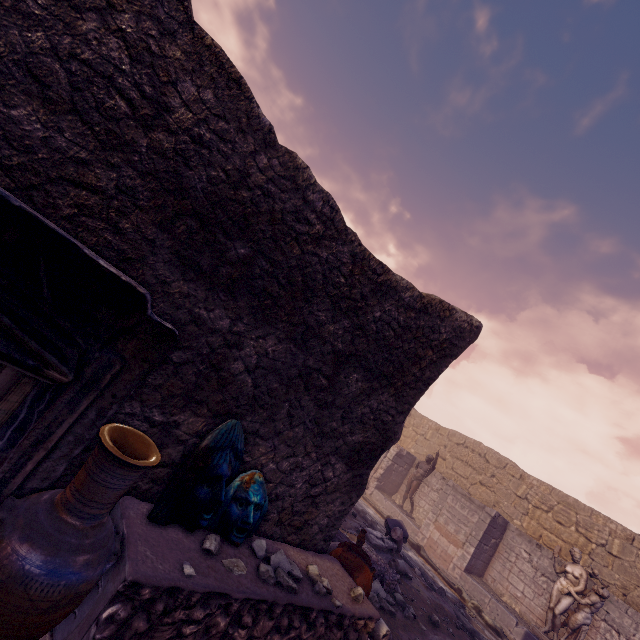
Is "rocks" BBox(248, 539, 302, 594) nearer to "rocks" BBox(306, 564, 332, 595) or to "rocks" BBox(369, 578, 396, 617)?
"rocks" BBox(306, 564, 332, 595)

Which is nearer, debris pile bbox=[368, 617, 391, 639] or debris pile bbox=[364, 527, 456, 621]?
debris pile bbox=[368, 617, 391, 639]

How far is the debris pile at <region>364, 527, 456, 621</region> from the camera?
7.6 meters

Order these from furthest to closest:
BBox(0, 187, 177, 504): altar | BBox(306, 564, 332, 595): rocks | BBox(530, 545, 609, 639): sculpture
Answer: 1. BBox(530, 545, 609, 639): sculpture
2. BBox(306, 564, 332, 595): rocks
3. BBox(0, 187, 177, 504): altar

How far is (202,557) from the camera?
2.36m

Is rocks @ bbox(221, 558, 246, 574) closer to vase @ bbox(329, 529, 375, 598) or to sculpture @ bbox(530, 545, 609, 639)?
vase @ bbox(329, 529, 375, 598)

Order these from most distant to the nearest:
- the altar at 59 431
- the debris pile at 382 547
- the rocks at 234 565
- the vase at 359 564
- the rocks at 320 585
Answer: the debris pile at 382 547, the vase at 359 564, the rocks at 320 585, the rocks at 234 565, the altar at 59 431

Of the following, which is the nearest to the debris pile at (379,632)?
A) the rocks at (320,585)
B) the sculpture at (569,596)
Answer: the rocks at (320,585)
